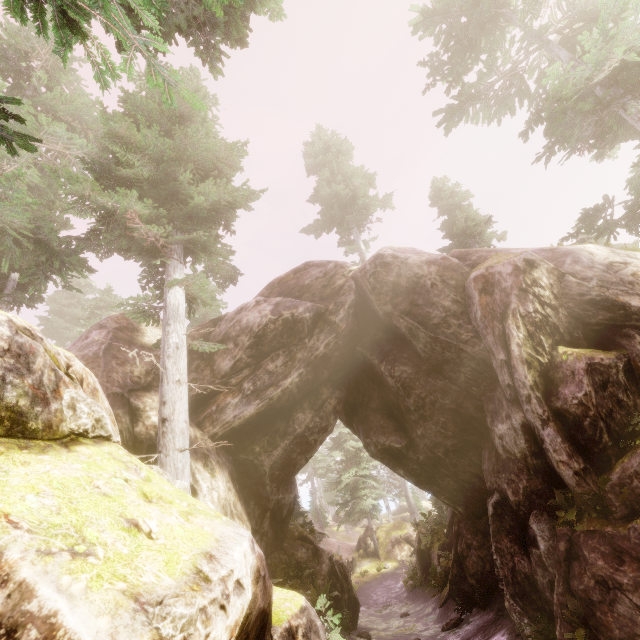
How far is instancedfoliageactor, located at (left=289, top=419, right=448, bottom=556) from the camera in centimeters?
2211cm

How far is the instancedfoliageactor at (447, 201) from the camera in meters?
20.0 m

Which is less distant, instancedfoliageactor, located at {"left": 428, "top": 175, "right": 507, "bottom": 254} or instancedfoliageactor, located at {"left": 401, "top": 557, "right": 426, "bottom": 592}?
instancedfoliageactor, located at {"left": 428, "top": 175, "right": 507, "bottom": 254}

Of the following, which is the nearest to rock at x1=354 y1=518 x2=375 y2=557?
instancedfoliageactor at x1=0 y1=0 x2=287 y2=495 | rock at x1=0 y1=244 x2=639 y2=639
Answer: instancedfoliageactor at x1=0 y1=0 x2=287 y2=495

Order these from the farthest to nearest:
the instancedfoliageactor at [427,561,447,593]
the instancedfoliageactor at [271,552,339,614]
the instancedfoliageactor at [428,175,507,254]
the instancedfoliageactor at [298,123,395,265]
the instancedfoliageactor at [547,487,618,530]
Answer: the instancedfoliageactor at [298,123,395,265] → the instancedfoliageactor at [428,175,507,254] → the instancedfoliageactor at [427,561,447,593] → the instancedfoliageactor at [271,552,339,614] → the instancedfoliageactor at [547,487,618,530]

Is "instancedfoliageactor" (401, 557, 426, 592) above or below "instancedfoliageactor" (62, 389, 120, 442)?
below

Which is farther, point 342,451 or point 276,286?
point 342,451

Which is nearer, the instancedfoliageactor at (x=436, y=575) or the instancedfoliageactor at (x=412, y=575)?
the instancedfoliageactor at (x=436, y=575)
